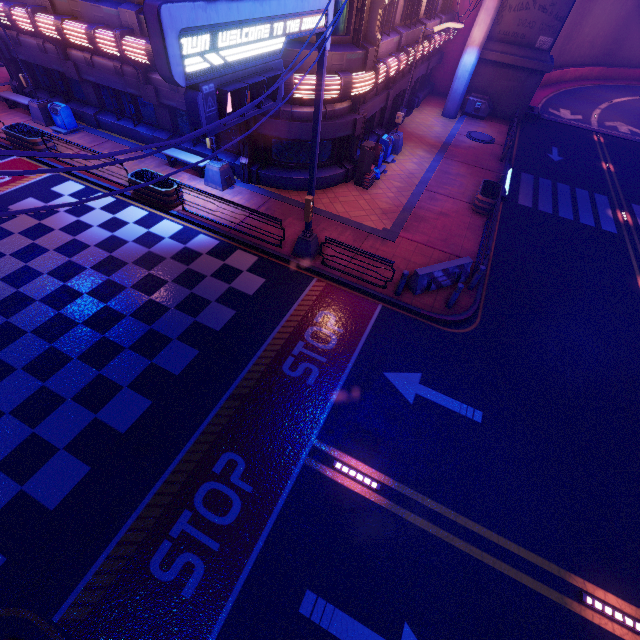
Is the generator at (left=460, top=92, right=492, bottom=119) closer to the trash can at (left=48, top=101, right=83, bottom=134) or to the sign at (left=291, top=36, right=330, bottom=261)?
the sign at (left=291, top=36, right=330, bottom=261)

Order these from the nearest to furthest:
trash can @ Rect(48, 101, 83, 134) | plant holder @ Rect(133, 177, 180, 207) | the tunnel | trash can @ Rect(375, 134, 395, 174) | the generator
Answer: plant holder @ Rect(133, 177, 180, 207) < trash can @ Rect(48, 101, 83, 134) < trash can @ Rect(375, 134, 395, 174) < the generator < the tunnel

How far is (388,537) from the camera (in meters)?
6.91

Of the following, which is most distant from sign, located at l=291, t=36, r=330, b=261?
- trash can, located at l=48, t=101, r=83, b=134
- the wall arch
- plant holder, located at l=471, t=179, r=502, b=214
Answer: the wall arch

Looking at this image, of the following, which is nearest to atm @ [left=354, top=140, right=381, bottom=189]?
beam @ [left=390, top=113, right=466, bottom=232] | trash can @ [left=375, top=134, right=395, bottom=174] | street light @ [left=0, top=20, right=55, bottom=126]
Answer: beam @ [left=390, top=113, right=466, bottom=232]

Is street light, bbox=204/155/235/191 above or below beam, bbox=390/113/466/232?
above

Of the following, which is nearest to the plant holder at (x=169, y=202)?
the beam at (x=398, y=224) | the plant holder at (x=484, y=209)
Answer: the beam at (x=398, y=224)

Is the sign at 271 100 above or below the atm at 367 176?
above
